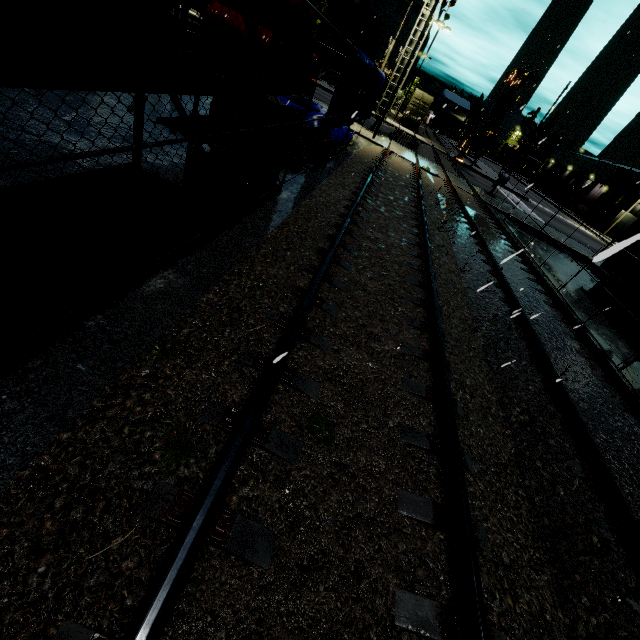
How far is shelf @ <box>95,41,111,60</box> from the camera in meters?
2.0 m

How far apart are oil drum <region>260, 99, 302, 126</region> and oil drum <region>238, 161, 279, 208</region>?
0.36m

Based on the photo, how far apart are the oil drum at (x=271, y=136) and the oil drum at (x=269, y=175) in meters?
0.4

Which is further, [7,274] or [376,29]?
[376,29]

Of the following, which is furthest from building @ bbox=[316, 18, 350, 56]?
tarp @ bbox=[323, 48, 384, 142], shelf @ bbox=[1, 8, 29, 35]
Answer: tarp @ bbox=[323, 48, 384, 142]

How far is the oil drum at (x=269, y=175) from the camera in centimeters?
569cm
